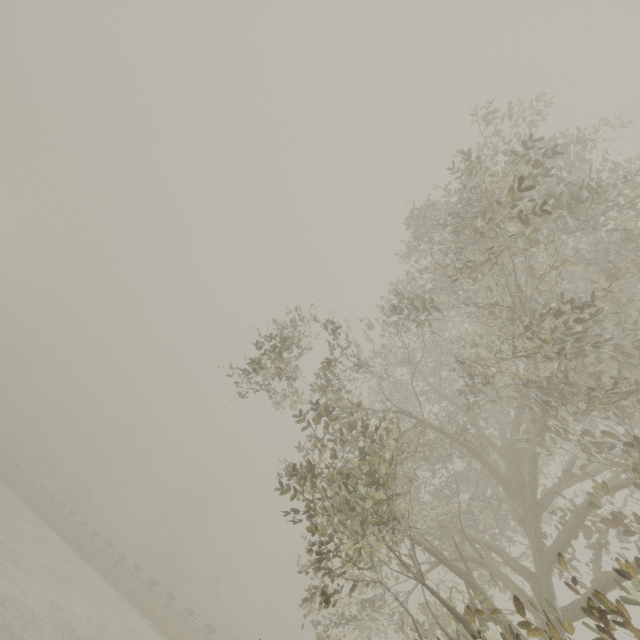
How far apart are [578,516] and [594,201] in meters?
5.8
